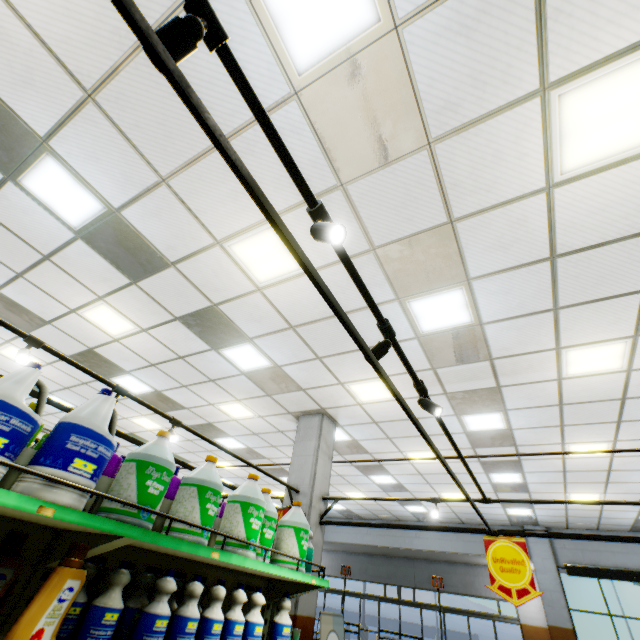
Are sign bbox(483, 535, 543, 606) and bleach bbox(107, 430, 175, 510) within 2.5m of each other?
no

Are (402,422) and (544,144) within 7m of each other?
yes

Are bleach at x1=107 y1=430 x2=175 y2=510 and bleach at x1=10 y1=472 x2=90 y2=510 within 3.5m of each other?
yes

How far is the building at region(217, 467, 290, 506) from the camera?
11.53m

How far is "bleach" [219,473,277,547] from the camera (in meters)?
2.35

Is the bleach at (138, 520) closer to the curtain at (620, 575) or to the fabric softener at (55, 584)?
the fabric softener at (55, 584)

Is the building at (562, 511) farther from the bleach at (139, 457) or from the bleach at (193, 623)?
the bleach at (139, 457)

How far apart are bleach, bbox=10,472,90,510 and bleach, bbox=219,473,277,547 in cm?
106
